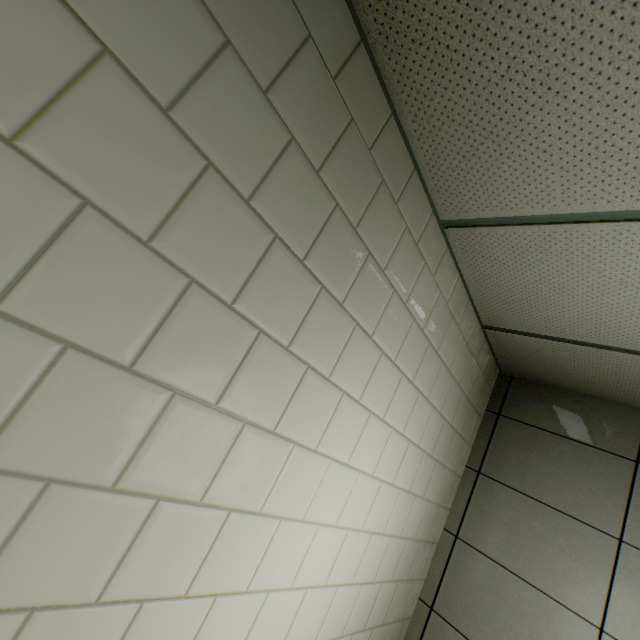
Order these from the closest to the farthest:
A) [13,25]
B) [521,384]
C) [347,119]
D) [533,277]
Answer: [13,25] < [347,119] < [533,277] < [521,384]
